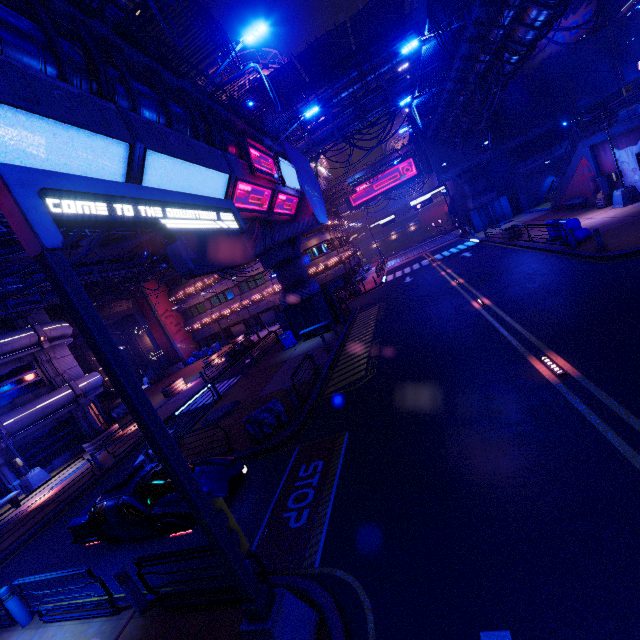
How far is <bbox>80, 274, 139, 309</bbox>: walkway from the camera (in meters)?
30.08

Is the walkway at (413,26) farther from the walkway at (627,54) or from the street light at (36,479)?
the street light at (36,479)

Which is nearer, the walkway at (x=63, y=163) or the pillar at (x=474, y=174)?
the walkway at (x=63, y=163)

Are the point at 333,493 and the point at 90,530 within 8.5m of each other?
yes

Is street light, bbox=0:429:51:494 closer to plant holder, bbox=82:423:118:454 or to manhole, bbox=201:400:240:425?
plant holder, bbox=82:423:118:454

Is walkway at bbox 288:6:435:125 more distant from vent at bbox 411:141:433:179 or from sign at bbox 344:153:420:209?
sign at bbox 344:153:420:209

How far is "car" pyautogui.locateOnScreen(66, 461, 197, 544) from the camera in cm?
802

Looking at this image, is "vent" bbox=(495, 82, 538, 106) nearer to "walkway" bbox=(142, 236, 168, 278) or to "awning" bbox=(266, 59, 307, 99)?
"awning" bbox=(266, 59, 307, 99)
